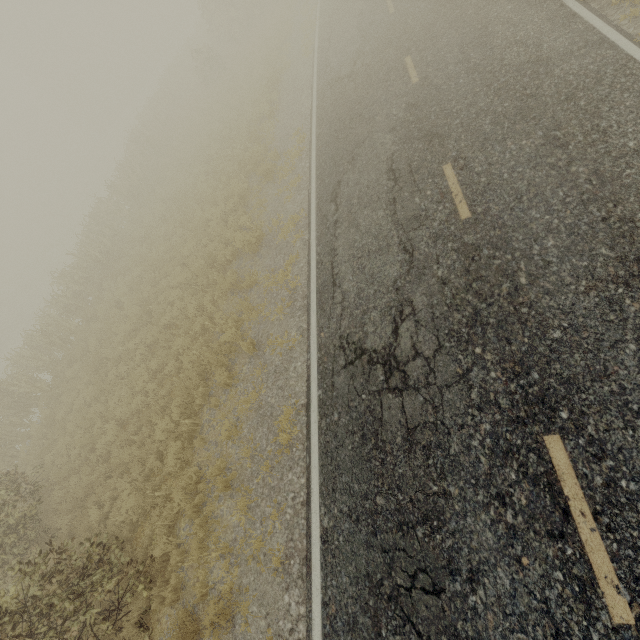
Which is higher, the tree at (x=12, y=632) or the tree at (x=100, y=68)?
the tree at (x=100, y=68)

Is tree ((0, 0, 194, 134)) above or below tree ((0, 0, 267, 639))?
above

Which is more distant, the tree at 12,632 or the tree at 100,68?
the tree at 100,68

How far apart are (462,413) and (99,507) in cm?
984

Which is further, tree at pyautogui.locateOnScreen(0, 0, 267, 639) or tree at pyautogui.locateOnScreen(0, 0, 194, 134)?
tree at pyautogui.locateOnScreen(0, 0, 194, 134)
